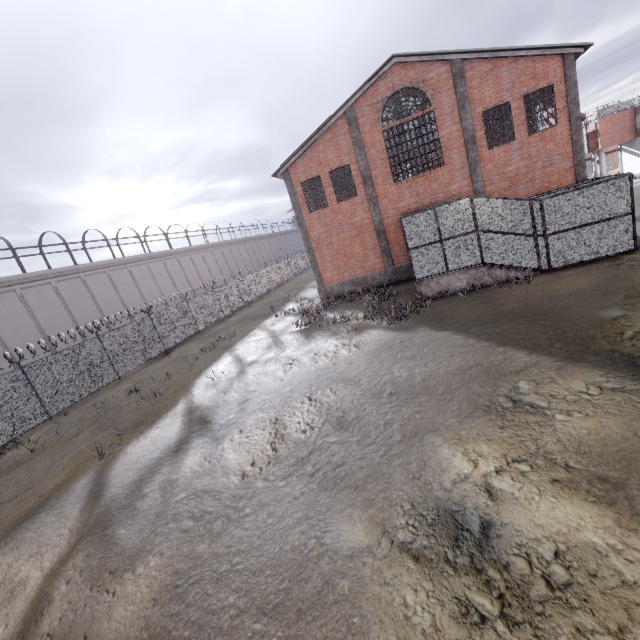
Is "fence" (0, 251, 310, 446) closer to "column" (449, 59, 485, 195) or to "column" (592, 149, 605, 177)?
"column" (592, 149, 605, 177)

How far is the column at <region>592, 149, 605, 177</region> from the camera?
36.1m

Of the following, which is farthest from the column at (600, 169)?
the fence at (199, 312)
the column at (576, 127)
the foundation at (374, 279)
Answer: → the foundation at (374, 279)

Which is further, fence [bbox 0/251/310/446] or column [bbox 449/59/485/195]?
column [bbox 449/59/485/195]

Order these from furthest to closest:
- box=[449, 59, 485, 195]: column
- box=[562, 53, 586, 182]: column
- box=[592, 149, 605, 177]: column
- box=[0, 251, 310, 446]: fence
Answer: box=[592, 149, 605, 177]: column
box=[449, 59, 485, 195]: column
box=[562, 53, 586, 182]: column
box=[0, 251, 310, 446]: fence

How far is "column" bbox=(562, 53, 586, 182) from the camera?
16.0m

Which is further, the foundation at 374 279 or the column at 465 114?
the foundation at 374 279

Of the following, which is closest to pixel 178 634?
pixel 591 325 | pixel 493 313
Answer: pixel 591 325
